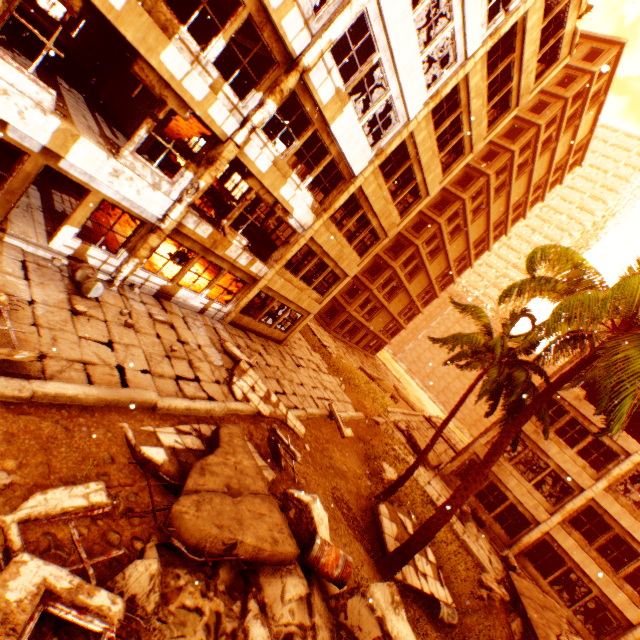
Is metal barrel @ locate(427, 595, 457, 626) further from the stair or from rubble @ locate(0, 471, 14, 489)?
the stair

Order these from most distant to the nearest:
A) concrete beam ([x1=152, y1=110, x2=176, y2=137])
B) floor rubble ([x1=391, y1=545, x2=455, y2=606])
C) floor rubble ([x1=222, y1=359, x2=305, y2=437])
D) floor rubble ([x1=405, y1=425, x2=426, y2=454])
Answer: floor rubble ([x1=405, y1=425, x2=426, y2=454]) → concrete beam ([x1=152, y1=110, x2=176, y2=137]) → floor rubble ([x1=222, y1=359, x2=305, y2=437]) → floor rubble ([x1=391, y1=545, x2=455, y2=606])

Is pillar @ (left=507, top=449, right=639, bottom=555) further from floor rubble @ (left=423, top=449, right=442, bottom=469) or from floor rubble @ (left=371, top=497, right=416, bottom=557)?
floor rubble @ (left=371, top=497, right=416, bottom=557)

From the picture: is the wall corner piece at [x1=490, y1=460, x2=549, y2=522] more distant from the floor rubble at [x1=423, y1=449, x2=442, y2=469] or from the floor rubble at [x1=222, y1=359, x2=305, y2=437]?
the floor rubble at [x1=222, y1=359, x2=305, y2=437]

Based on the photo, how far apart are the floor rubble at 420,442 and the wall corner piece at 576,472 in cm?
526

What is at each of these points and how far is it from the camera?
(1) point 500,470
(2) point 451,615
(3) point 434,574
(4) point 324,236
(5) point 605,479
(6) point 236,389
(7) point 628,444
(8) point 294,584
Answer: (1) wall corner piece, 19.3m
(2) metal barrel, 10.1m
(3) floor rubble, 11.2m
(4) wall corner piece, 14.6m
(5) pillar, 17.1m
(6) floor rubble, 10.9m
(7) wall corner piece, 17.1m
(8) rock pile, 5.7m

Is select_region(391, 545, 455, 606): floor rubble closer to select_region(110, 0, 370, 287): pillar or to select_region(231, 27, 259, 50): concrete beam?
select_region(110, 0, 370, 287): pillar

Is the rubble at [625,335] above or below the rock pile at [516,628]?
above
